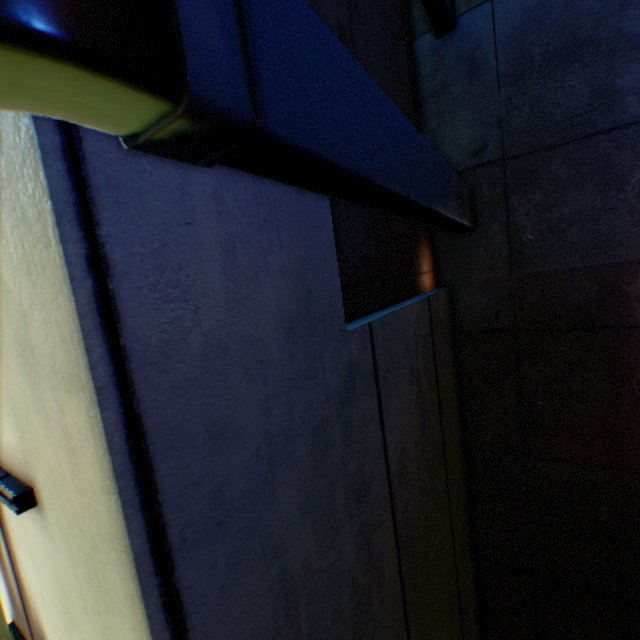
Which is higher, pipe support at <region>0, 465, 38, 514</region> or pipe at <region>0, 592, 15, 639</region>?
pipe support at <region>0, 465, 38, 514</region>

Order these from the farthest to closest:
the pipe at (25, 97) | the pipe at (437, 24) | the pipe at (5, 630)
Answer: the pipe at (437, 24), the pipe at (5, 630), the pipe at (25, 97)

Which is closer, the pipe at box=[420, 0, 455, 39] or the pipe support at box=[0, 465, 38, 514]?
the pipe support at box=[0, 465, 38, 514]

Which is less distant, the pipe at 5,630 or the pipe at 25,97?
the pipe at 25,97

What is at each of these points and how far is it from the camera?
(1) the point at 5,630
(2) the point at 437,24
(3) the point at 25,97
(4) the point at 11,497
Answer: (1) pipe, 1.0 meters
(2) pipe, 2.2 meters
(3) pipe, 0.3 meters
(4) pipe support, 0.7 meters

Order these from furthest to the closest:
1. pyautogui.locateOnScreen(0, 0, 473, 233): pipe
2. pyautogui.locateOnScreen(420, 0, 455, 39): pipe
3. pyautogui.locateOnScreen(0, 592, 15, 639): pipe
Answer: pyautogui.locateOnScreen(420, 0, 455, 39): pipe
pyautogui.locateOnScreen(0, 592, 15, 639): pipe
pyautogui.locateOnScreen(0, 0, 473, 233): pipe

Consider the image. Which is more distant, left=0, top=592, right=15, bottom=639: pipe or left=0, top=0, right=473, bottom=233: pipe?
left=0, top=592, right=15, bottom=639: pipe
